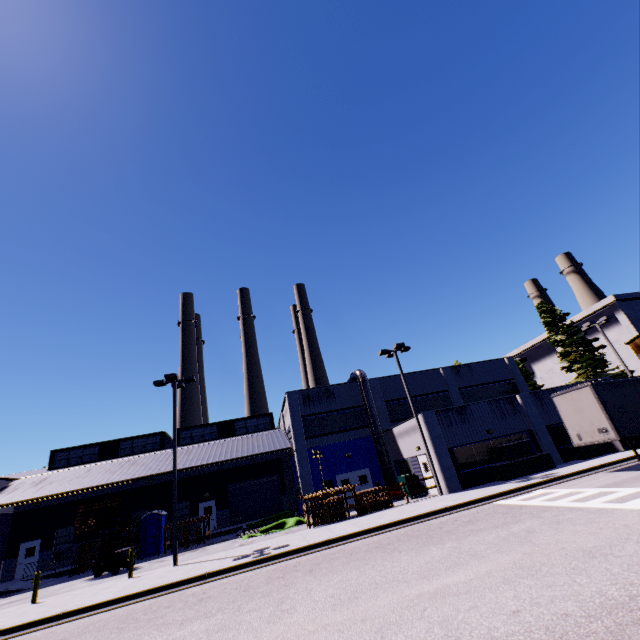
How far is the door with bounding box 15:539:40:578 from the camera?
26.3m

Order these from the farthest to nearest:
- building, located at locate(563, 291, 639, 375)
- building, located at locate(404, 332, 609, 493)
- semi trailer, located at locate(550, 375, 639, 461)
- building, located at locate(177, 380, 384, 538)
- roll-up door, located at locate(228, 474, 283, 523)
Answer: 1. building, located at locate(563, 291, 639, 375)
2. roll-up door, located at locate(228, 474, 283, 523)
3. building, located at locate(177, 380, 384, 538)
4. building, located at locate(404, 332, 609, 493)
5. semi trailer, located at locate(550, 375, 639, 461)

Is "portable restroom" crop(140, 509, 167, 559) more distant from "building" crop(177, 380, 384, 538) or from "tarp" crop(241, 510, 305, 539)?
"tarp" crop(241, 510, 305, 539)

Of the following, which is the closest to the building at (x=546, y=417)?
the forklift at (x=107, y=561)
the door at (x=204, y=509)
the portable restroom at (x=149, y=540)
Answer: the door at (x=204, y=509)

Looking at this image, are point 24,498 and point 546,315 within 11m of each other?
no

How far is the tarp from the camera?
21.39m

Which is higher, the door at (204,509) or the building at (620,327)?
the building at (620,327)

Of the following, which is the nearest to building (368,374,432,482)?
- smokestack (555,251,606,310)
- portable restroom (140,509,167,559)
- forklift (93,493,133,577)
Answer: portable restroom (140,509,167,559)
